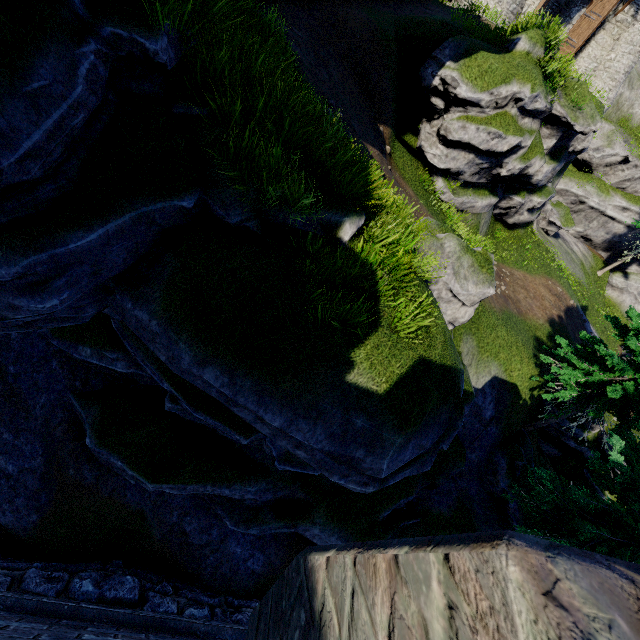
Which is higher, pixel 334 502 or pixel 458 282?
pixel 458 282

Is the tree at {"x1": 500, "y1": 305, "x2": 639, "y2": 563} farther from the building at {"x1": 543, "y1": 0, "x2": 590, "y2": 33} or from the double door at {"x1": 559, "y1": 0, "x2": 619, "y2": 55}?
the building at {"x1": 543, "y1": 0, "x2": 590, "y2": 33}

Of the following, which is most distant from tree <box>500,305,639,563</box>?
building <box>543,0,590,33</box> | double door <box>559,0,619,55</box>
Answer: building <box>543,0,590,33</box>

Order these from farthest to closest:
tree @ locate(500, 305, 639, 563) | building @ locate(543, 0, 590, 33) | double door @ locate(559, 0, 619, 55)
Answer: building @ locate(543, 0, 590, 33) → double door @ locate(559, 0, 619, 55) → tree @ locate(500, 305, 639, 563)

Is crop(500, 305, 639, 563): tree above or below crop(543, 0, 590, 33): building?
below

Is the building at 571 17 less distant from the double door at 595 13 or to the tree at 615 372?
the double door at 595 13

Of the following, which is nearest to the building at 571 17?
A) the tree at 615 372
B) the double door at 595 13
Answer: the double door at 595 13
